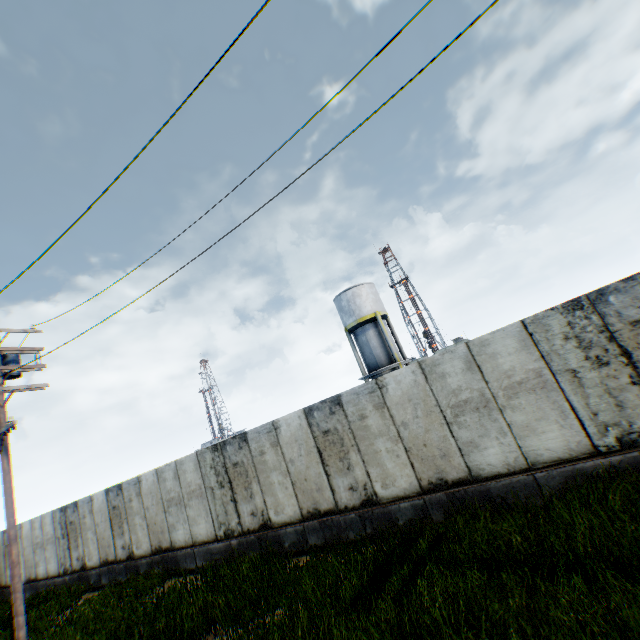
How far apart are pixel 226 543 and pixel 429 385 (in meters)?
8.52

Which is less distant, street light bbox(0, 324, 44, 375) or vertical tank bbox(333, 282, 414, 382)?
street light bbox(0, 324, 44, 375)

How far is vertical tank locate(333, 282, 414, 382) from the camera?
26.8 meters

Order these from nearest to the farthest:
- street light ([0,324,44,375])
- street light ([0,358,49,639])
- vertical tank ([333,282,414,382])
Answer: street light ([0,358,49,639]) → street light ([0,324,44,375]) → vertical tank ([333,282,414,382])

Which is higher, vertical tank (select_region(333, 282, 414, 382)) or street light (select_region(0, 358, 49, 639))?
vertical tank (select_region(333, 282, 414, 382))

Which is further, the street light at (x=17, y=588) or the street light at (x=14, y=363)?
the street light at (x=14, y=363)

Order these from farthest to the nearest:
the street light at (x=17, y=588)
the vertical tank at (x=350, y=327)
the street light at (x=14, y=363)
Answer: the vertical tank at (x=350, y=327), the street light at (x=14, y=363), the street light at (x=17, y=588)
